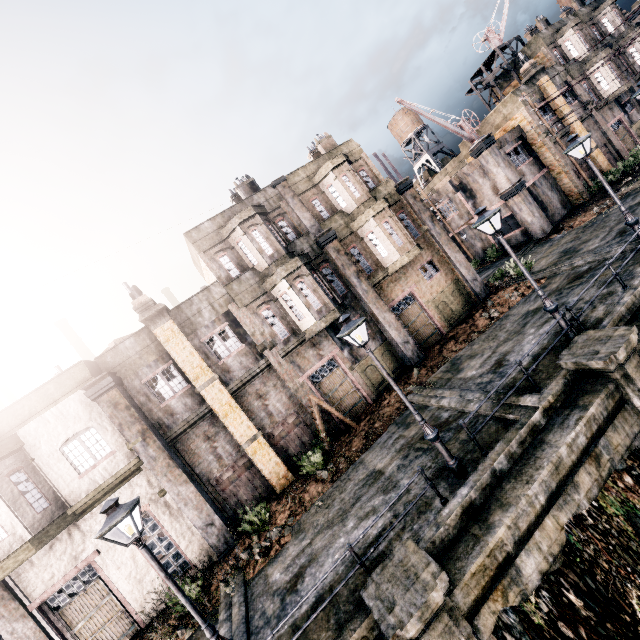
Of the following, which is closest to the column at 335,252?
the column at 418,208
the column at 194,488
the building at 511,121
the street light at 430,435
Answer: the column at 418,208

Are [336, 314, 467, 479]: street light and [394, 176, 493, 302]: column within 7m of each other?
no

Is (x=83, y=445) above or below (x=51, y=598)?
above

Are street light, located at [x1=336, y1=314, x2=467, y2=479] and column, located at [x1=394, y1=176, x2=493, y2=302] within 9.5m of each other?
no

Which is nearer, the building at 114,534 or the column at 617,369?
the column at 617,369

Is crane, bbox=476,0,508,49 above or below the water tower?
below

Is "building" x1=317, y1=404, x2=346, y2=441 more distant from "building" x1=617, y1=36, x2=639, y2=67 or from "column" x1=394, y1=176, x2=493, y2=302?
"building" x1=617, y1=36, x2=639, y2=67

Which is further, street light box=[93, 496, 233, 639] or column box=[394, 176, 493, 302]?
column box=[394, 176, 493, 302]
